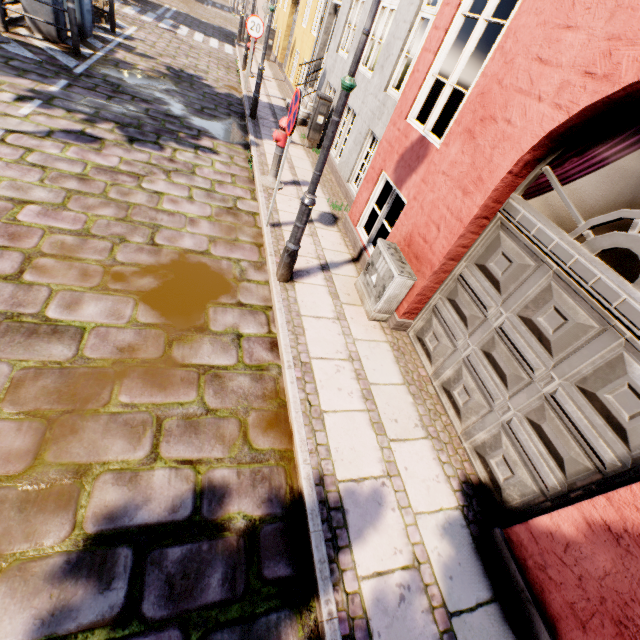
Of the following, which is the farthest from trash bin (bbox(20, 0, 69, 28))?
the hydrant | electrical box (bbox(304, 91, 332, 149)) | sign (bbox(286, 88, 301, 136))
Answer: sign (bbox(286, 88, 301, 136))

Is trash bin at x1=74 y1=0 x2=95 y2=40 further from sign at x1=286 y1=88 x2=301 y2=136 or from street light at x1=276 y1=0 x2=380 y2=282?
street light at x1=276 y1=0 x2=380 y2=282

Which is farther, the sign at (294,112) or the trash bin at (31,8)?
the trash bin at (31,8)

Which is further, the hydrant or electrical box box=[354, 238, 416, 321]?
the hydrant

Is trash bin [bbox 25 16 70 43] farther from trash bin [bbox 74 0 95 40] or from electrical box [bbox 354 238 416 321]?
electrical box [bbox 354 238 416 321]

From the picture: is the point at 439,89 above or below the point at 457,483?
above

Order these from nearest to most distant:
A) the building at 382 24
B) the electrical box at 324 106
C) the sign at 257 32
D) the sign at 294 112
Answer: the building at 382 24
the sign at 294 112
the electrical box at 324 106
the sign at 257 32

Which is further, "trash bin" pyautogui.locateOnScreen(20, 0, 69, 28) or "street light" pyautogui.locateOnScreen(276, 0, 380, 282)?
"trash bin" pyautogui.locateOnScreen(20, 0, 69, 28)
